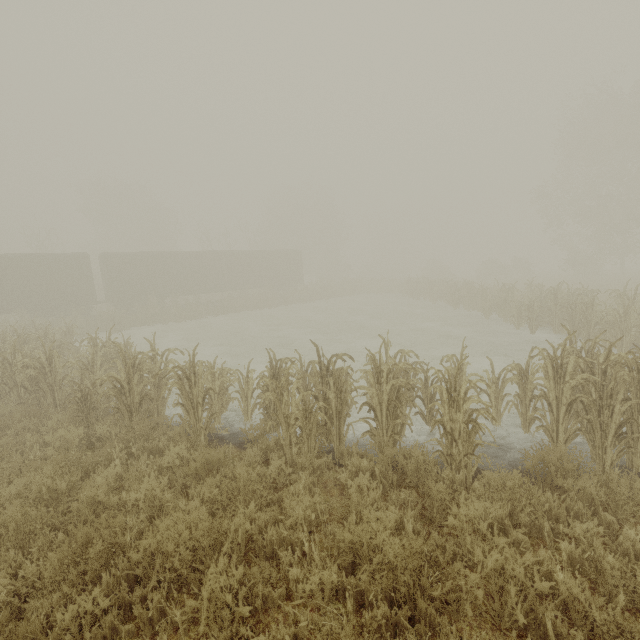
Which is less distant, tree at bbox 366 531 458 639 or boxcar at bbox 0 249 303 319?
tree at bbox 366 531 458 639

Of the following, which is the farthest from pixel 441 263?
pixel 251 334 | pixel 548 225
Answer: pixel 251 334

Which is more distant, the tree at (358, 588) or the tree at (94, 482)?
the tree at (94, 482)

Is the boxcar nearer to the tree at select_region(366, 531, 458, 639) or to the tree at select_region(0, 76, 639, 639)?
the tree at select_region(366, 531, 458, 639)

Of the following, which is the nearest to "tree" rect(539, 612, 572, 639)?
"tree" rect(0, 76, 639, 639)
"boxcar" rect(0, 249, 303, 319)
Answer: "tree" rect(0, 76, 639, 639)

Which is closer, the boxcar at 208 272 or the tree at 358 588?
the tree at 358 588

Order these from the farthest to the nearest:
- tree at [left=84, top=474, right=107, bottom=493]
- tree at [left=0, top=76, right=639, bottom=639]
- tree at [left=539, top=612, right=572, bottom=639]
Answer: tree at [left=84, top=474, right=107, bottom=493] < tree at [left=0, top=76, right=639, bottom=639] < tree at [left=539, top=612, right=572, bottom=639]
